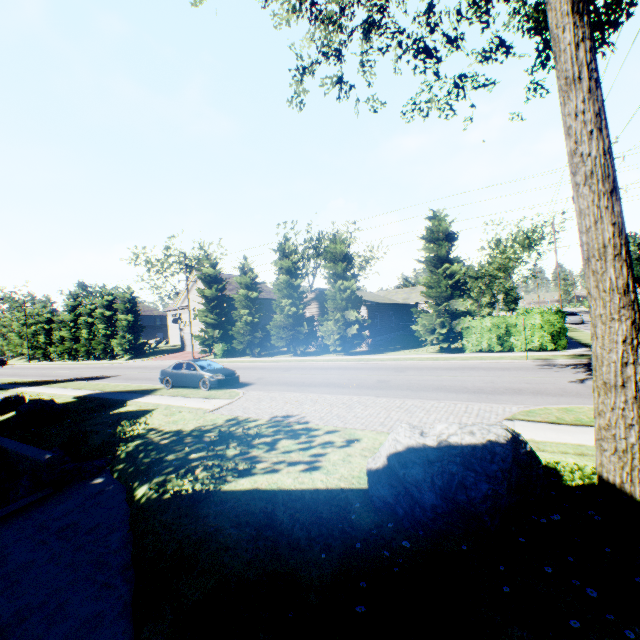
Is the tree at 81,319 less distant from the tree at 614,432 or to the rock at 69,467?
the rock at 69,467

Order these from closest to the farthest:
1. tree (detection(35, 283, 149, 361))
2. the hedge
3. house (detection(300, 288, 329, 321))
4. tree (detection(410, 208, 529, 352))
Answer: the hedge → tree (detection(410, 208, 529, 352)) → house (detection(300, 288, 329, 321)) → tree (detection(35, 283, 149, 361))

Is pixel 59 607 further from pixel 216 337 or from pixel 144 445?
pixel 216 337

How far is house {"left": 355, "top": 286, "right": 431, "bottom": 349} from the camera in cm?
3194

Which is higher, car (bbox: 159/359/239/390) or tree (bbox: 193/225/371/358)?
tree (bbox: 193/225/371/358)

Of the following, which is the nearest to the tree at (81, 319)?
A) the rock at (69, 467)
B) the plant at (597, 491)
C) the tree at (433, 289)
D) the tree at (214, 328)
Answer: the plant at (597, 491)

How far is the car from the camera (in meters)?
16.73

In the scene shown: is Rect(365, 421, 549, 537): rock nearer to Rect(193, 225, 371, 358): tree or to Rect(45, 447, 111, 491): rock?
Rect(45, 447, 111, 491): rock
